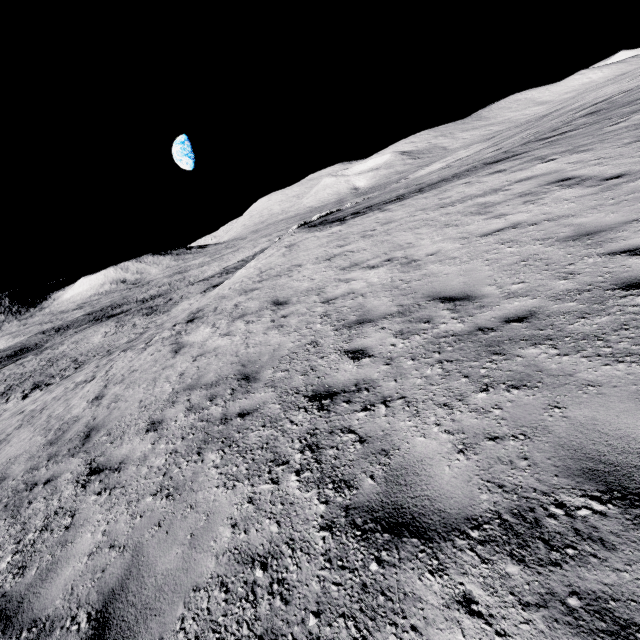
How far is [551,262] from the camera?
5.1 meters
